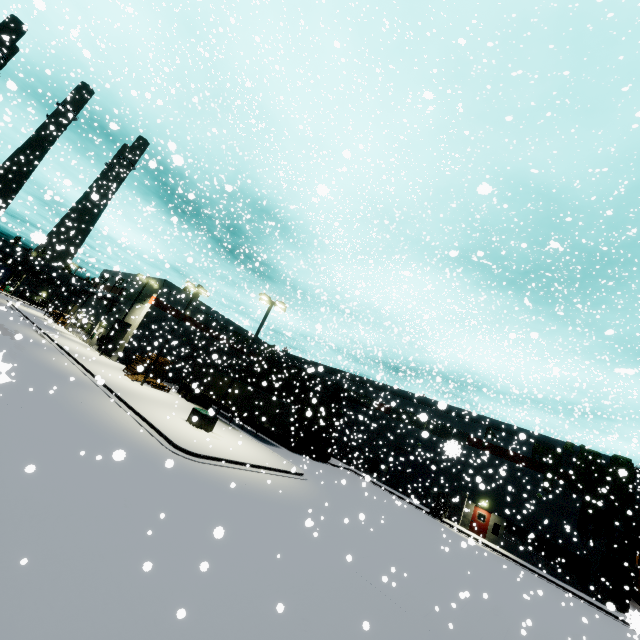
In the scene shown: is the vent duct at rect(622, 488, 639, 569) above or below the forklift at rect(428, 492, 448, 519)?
above

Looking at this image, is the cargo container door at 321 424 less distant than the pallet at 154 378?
Yes

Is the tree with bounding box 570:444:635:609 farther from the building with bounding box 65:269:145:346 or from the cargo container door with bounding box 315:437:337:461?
the cargo container door with bounding box 315:437:337:461

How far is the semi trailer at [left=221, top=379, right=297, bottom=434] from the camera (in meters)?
28.78

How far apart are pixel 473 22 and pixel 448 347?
48.11m

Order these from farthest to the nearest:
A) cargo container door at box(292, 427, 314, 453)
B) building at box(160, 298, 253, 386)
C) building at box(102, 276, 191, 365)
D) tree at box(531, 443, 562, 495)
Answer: building at box(160, 298, 253, 386) → building at box(102, 276, 191, 365) → cargo container door at box(292, 427, 314, 453) → tree at box(531, 443, 562, 495)

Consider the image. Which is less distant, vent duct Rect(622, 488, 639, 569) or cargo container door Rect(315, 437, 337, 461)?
vent duct Rect(622, 488, 639, 569)

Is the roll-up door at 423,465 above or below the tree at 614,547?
below
